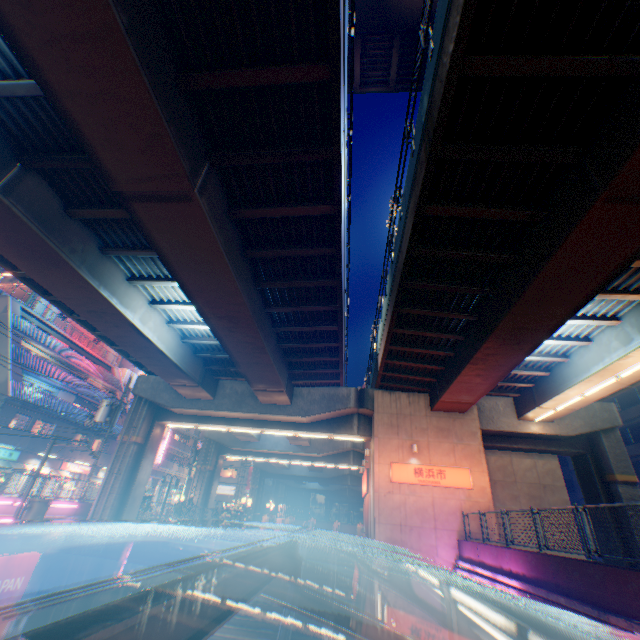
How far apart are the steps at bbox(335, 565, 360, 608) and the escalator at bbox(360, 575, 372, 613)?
0.00m

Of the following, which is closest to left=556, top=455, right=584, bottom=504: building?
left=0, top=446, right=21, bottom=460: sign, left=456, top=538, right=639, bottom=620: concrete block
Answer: left=456, top=538, right=639, bottom=620: concrete block

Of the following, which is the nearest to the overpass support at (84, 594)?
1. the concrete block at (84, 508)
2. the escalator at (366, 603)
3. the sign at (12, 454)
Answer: the concrete block at (84, 508)

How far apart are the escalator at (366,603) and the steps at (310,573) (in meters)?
1.82

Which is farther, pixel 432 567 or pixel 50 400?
pixel 50 400

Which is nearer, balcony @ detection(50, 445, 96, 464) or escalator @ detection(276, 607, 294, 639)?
escalator @ detection(276, 607, 294, 639)

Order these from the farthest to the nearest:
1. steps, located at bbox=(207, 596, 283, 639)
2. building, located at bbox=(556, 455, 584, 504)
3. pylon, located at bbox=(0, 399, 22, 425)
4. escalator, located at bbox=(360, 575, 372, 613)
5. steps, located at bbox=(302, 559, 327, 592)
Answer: building, located at bbox=(556, 455, 584, 504), pylon, located at bbox=(0, 399, 22, 425), steps, located at bbox=(302, 559, 327, 592), escalator, located at bbox=(360, 575, 372, 613), steps, located at bbox=(207, 596, 283, 639)

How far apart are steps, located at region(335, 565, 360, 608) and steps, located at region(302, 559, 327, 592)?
0.4 meters
